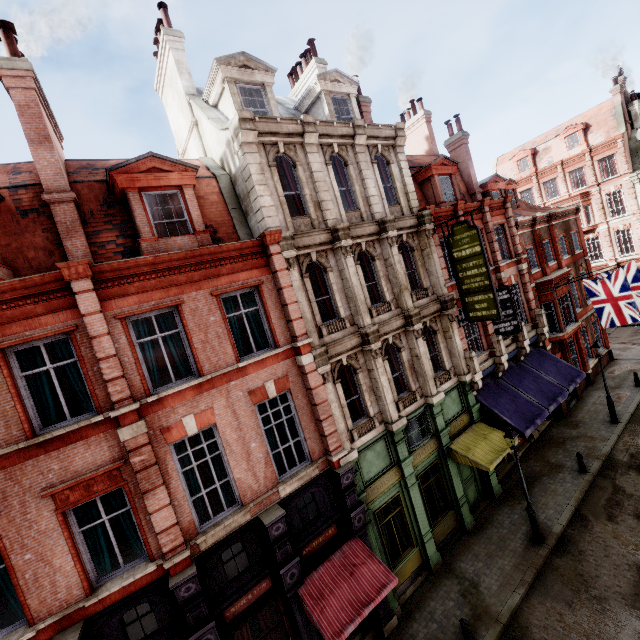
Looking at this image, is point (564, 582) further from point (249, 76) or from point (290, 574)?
point (249, 76)

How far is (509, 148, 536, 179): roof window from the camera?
38.2m

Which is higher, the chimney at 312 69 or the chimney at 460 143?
the chimney at 312 69

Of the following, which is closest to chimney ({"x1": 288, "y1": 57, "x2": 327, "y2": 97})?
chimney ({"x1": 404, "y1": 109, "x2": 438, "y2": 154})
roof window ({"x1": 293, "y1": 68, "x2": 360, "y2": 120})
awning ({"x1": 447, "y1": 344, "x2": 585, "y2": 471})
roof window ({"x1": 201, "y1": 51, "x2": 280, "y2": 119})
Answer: roof window ({"x1": 293, "y1": 68, "x2": 360, "y2": 120})

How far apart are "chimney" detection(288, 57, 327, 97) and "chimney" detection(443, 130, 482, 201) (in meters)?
7.88

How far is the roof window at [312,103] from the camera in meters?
14.2 m

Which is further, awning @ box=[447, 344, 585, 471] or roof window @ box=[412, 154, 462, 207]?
roof window @ box=[412, 154, 462, 207]

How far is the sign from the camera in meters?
13.4
